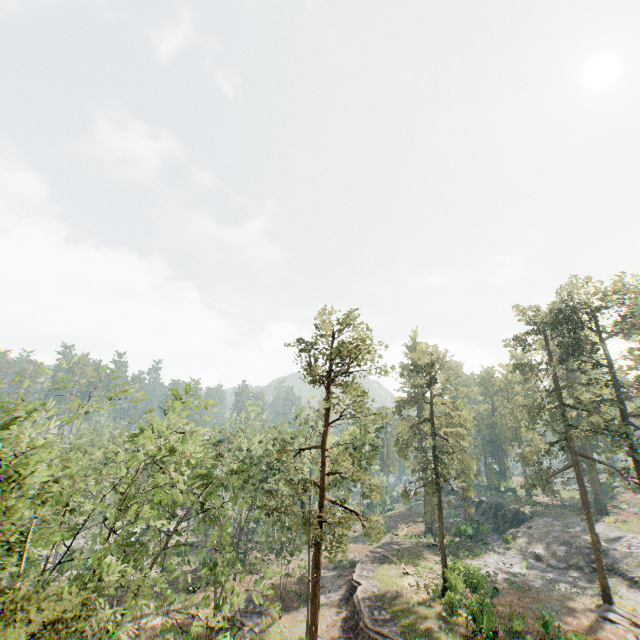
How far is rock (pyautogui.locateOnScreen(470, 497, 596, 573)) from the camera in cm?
3741

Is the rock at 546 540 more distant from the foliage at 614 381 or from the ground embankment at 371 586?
the ground embankment at 371 586

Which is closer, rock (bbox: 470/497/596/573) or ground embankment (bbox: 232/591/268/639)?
ground embankment (bbox: 232/591/268/639)

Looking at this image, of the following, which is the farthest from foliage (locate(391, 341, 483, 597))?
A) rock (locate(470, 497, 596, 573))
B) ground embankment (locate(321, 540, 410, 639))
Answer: ground embankment (locate(321, 540, 410, 639))

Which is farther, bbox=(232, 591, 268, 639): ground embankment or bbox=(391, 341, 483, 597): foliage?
bbox=(391, 341, 483, 597): foliage

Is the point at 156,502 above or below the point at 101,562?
above

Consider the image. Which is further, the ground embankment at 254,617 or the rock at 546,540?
the rock at 546,540

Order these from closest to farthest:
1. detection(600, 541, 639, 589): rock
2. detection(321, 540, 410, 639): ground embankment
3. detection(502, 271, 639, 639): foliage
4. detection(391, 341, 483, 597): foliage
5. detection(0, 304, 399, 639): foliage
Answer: detection(0, 304, 399, 639): foliage
detection(321, 540, 410, 639): ground embankment
detection(502, 271, 639, 639): foliage
detection(391, 341, 483, 597): foliage
detection(600, 541, 639, 589): rock
